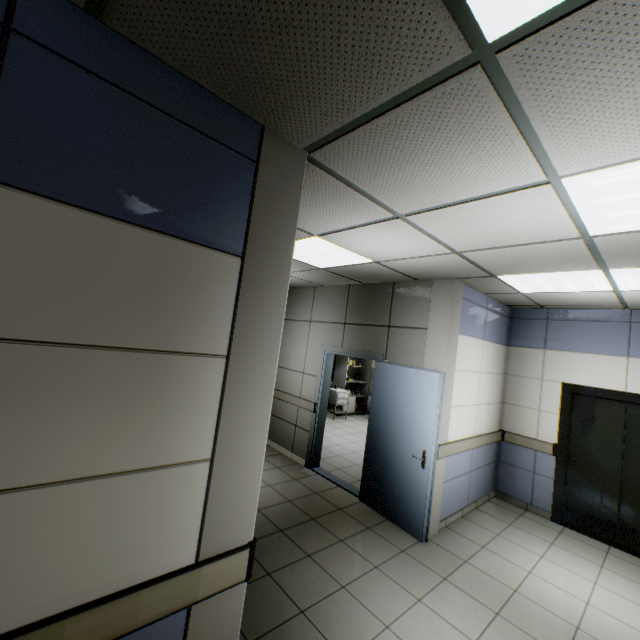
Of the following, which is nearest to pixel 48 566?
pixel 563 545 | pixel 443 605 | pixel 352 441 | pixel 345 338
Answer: pixel 443 605

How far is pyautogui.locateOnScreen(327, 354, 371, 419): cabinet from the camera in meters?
9.6

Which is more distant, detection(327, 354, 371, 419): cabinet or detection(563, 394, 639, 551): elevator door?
detection(327, 354, 371, 419): cabinet

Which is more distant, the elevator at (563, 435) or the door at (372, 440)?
the elevator at (563, 435)

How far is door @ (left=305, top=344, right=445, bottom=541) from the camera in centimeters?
393cm

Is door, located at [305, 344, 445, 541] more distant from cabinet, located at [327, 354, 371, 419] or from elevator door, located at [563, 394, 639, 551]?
cabinet, located at [327, 354, 371, 419]

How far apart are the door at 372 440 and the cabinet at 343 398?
3.6m

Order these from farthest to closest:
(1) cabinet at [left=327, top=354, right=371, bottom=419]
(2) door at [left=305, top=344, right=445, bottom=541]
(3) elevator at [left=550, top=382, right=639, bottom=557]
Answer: (1) cabinet at [left=327, top=354, right=371, bottom=419]
(3) elevator at [left=550, top=382, right=639, bottom=557]
(2) door at [left=305, top=344, right=445, bottom=541]
